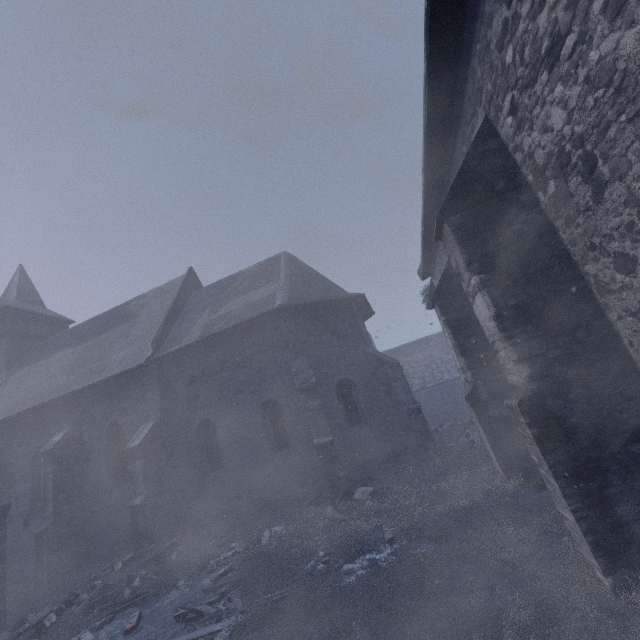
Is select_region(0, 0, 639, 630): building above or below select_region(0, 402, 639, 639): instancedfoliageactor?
above

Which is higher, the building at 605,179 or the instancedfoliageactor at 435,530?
the building at 605,179

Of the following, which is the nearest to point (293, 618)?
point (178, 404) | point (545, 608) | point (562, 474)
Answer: point (545, 608)
